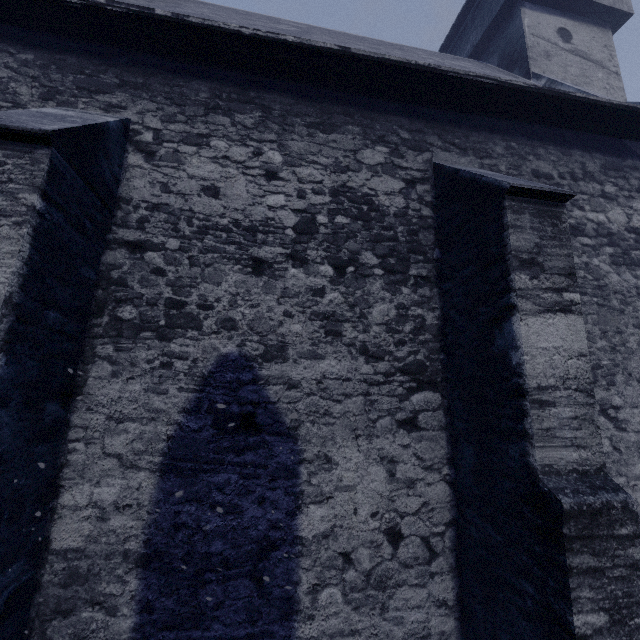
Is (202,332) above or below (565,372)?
above
